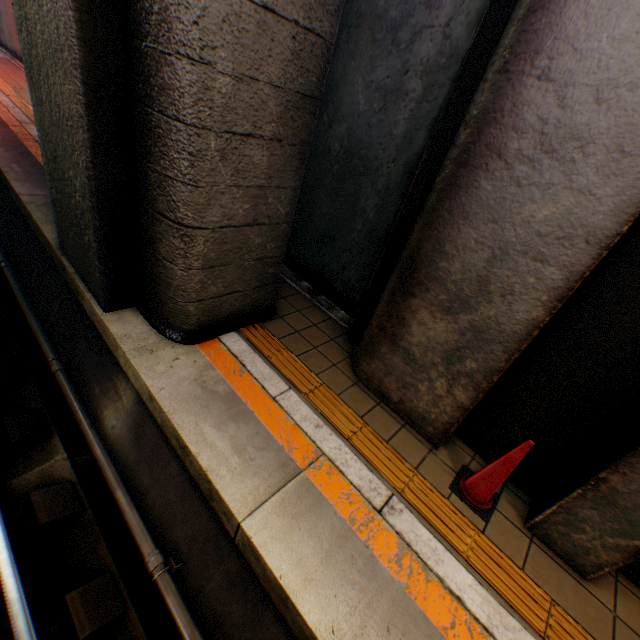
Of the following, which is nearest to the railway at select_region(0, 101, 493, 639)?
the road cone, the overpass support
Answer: the overpass support

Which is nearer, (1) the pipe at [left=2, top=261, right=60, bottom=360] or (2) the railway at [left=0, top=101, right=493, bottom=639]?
(2) the railway at [left=0, top=101, right=493, bottom=639]

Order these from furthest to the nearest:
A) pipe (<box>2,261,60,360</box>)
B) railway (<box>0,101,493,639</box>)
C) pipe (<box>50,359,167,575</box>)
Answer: pipe (<box>2,261,60,360</box>) < pipe (<box>50,359,167,575</box>) < railway (<box>0,101,493,639</box>)

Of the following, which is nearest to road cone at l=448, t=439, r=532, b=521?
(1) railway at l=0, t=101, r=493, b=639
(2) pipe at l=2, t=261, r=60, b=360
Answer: (1) railway at l=0, t=101, r=493, b=639

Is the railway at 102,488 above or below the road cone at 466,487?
below

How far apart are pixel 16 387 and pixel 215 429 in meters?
2.9

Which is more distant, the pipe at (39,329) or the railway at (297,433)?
the pipe at (39,329)

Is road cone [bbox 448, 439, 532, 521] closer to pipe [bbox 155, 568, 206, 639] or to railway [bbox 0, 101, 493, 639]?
railway [bbox 0, 101, 493, 639]
